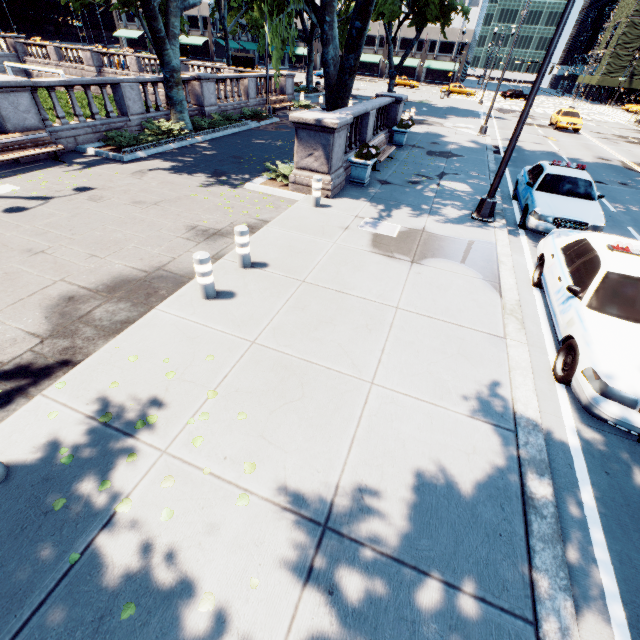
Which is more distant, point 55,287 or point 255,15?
point 255,15

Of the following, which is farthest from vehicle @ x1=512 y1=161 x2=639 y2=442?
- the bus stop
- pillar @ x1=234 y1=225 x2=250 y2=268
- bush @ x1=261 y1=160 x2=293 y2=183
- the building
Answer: the building

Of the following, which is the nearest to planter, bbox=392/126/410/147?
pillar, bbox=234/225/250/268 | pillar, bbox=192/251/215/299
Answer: pillar, bbox=234/225/250/268

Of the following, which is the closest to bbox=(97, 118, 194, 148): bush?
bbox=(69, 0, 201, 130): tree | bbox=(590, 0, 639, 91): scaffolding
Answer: bbox=(69, 0, 201, 130): tree

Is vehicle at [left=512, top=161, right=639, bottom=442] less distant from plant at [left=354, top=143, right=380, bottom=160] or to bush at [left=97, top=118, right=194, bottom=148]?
plant at [left=354, top=143, right=380, bottom=160]

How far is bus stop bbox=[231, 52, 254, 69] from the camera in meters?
43.2

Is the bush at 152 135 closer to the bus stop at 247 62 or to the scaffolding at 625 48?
the bus stop at 247 62

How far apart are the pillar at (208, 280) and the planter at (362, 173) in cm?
747
